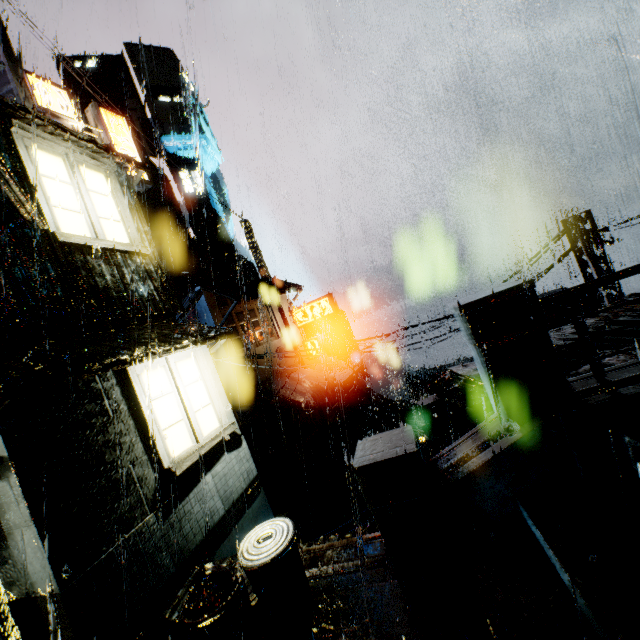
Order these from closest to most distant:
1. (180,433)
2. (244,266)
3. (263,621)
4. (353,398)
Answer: (263,621) → (180,433) → (353,398) → (244,266)

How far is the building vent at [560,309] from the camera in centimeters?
1450cm

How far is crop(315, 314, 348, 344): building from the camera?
55.94m

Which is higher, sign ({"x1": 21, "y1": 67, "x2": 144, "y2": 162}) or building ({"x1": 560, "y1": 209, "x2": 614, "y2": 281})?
sign ({"x1": 21, "y1": 67, "x2": 144, "y2": 162})

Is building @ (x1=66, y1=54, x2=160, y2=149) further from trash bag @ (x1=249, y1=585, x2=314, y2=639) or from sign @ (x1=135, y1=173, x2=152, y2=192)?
trash bag @ (x1=249, y1=585, x2=314, y2=639)

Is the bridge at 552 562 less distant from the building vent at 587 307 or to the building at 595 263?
the building at 595 263

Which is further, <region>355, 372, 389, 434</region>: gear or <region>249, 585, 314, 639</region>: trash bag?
<region>355, 372, 389, 434</region>: gear
